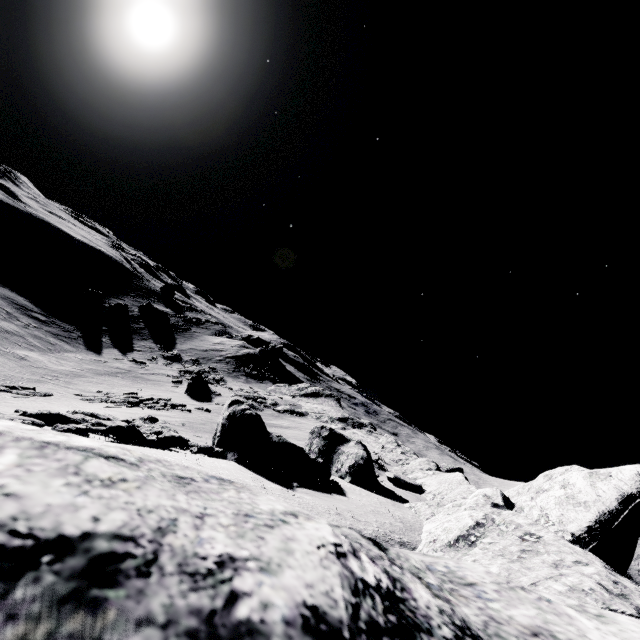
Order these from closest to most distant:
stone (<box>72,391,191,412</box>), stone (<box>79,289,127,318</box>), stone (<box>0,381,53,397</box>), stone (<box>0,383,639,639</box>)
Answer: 1. stone (<box>0,383,639,639</box>)
2. stone (<box>0,381,53,397</box>)
3. stone (<box>72,391,191,412</box>)
4. stone (<box>79,289,127,318</box>)

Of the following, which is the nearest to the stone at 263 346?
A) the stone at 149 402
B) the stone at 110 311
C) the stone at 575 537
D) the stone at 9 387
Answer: the stone at 110 311

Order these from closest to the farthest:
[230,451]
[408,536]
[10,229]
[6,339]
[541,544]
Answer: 1. [541,544]
2. [408,536]
3. [230,451]
4. [6,339]
5. [10,229]

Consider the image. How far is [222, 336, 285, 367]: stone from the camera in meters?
53.4

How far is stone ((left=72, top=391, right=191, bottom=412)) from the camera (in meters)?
22.91

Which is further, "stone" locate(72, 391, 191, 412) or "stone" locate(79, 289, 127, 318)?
"stone" locate(79, 289, 127, 318)

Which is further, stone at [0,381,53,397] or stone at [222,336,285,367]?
stone at [222,336,285,367]

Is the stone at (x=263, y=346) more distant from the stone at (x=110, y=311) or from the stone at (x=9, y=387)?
the stone at (x=9, y=387)
